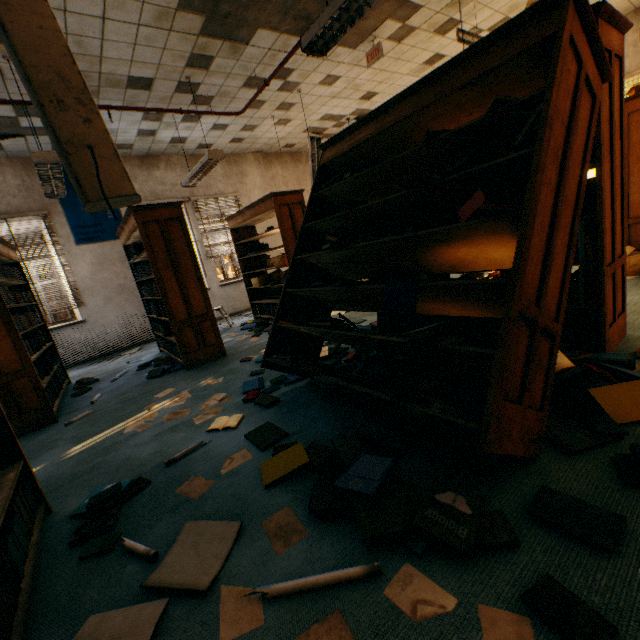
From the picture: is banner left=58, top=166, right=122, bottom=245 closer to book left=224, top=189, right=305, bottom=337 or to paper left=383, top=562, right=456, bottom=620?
book left=224, top=189, right=305, bottom=337

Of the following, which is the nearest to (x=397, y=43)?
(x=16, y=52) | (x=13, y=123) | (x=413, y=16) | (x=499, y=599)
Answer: (x=413, y=16)

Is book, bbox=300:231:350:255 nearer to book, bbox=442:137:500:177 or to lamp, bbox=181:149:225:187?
book, bbox=442:137:500:177

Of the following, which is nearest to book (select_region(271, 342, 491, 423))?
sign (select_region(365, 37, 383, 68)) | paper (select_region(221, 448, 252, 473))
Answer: paper (select_region(221, 448, 252, 473))

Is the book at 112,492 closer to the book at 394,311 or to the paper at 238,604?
the paper at 238,604

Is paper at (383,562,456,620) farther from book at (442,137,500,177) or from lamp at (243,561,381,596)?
book at (442,137,500,177)

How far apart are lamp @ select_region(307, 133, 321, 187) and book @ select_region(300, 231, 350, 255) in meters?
3.6 m

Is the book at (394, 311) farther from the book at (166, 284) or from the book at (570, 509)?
the book at (166, 284)
